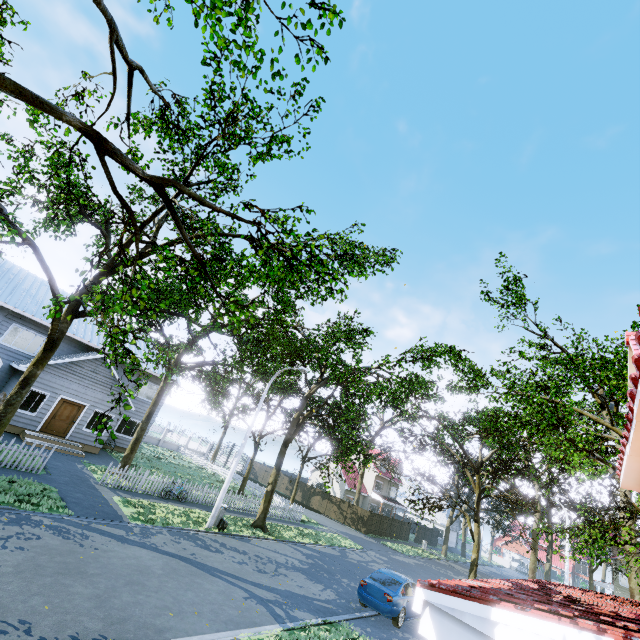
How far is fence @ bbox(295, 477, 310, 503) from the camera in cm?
3959

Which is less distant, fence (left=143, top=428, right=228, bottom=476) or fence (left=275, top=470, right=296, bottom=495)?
fence (left=143, top=428, right=228, bottom=476)

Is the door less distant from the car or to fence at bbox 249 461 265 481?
fence at bbox 249 461 265 481

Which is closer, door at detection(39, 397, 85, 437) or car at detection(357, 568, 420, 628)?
car at detection(357, 568, 420, 628)

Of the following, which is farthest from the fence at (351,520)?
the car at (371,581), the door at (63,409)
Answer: the door at (63,409)

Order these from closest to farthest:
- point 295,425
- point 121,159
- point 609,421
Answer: point 121,159 < point 295,425 < point 609,421

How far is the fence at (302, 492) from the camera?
39.6m

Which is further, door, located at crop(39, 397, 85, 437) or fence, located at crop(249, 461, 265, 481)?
fence, located at crop(249, 461, 265, 481)
